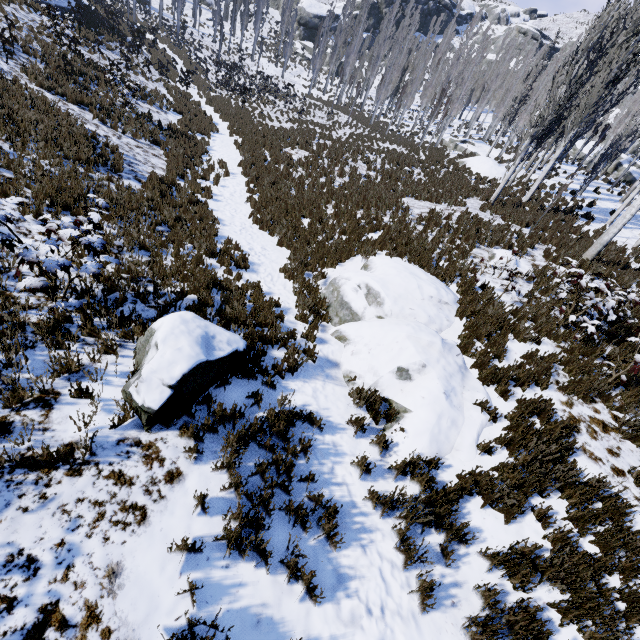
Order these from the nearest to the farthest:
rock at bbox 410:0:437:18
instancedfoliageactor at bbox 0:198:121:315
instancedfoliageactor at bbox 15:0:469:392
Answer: instancedfoliageactor at bbox 0:198:121:315 < instancedfoliageactor at bbox 15:0:469:392 < rock at bbox 410:0:437:18

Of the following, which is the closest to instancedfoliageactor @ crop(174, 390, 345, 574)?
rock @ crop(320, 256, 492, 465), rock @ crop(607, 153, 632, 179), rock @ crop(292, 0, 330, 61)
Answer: rock @ crop(607, 153, 632, 179)

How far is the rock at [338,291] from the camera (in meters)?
5.26

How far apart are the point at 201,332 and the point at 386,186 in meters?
12.8

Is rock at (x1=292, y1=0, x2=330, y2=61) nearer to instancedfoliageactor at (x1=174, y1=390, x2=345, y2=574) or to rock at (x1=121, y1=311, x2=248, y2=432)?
instancedfoliageactor at (x1=174, y1=390, x2=345, y2=574)

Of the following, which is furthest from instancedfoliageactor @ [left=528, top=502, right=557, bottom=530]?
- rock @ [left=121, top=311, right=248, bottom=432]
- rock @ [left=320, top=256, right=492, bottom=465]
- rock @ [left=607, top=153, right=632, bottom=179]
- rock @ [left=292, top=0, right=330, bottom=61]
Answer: rock @ [left=121, top=311, right=248, bottom=432]

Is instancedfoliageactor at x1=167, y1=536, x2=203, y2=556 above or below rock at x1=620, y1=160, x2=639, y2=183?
below

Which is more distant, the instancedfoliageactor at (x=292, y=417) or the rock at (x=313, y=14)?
the rock at (x=313, y=14)
